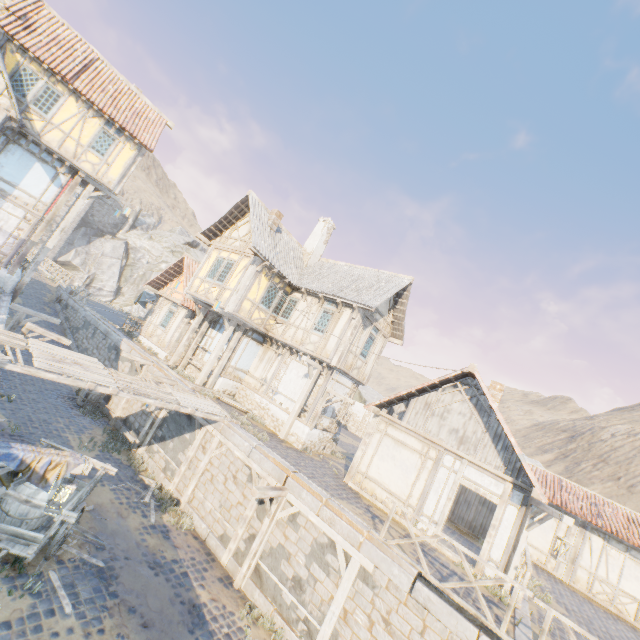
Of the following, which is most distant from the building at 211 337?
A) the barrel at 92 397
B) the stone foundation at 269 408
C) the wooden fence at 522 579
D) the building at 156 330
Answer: the wooden fence at 522 579

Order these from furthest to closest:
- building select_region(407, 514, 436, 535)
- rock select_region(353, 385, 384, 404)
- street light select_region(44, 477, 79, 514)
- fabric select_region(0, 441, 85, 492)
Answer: rock select_region(353, 385, 384, 404), building select_region(407, 514, 436, 535), street light select_region(44, 477, 79, 514), fabric select_region(0, 441, 85, 492)

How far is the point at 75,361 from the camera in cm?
958

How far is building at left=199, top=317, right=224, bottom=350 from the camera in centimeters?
1771cm

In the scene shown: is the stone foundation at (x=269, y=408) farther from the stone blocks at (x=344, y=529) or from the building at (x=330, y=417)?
the stone blocks at (x=344, y=529)

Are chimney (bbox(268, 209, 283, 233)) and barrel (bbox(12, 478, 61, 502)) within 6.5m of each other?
no

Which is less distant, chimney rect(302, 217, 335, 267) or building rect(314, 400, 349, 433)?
building rect(314, 400, 349, 433)
